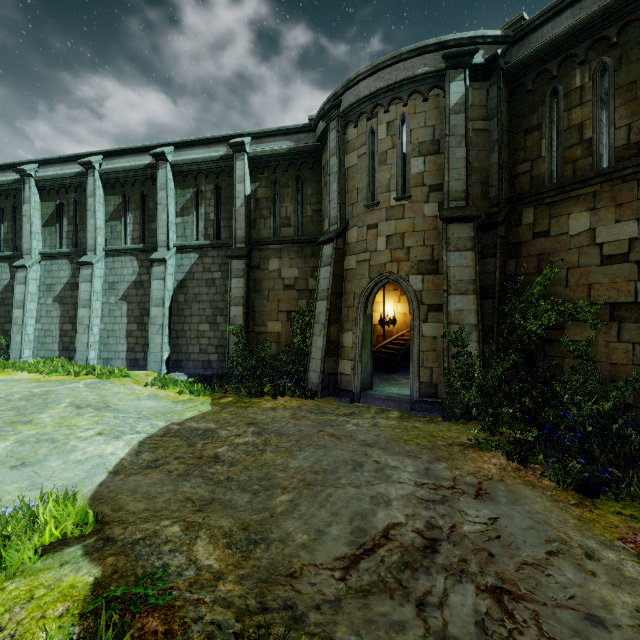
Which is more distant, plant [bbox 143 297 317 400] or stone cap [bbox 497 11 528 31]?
plant [bbox 143 297 317 400]

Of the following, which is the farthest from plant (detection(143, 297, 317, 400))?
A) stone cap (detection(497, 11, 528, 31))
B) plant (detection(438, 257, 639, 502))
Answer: stone cap (detection(497, 11, 528, 31))

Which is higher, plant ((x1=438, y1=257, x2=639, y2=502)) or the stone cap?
the stone cap

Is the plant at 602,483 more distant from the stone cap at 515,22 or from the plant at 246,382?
the stone cap at 515,22

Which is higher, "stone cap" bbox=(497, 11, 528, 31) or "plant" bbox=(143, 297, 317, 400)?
"stone cap" bbox=(497, 11, 528, 31)

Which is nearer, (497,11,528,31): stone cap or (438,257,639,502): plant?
(438,257,639,502): plant

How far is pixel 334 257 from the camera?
10.6 meters

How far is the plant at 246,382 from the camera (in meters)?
10.39
